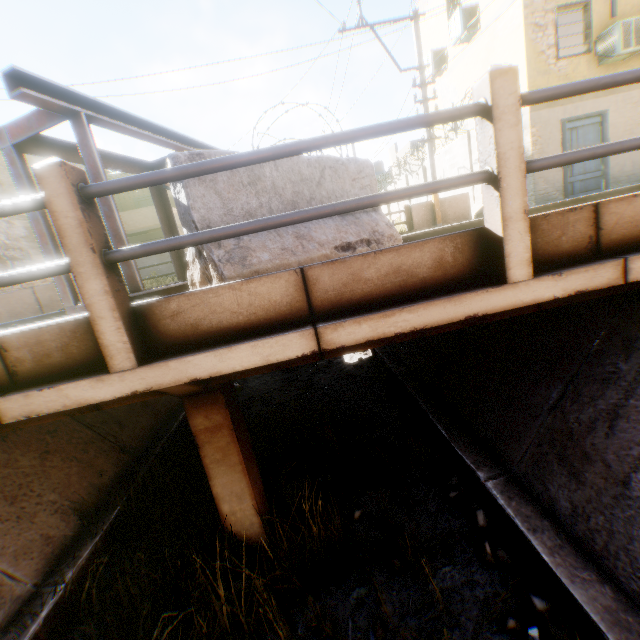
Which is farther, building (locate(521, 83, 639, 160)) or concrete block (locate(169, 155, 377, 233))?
building (locate(521, 83, 639, 160))

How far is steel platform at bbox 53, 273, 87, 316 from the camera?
2.8m

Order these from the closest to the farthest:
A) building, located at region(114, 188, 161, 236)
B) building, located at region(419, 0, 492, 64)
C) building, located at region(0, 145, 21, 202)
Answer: building, located at region(419, 0, 492, 64) → building, located at region(0, 145, 21, 202) → building, located at region(114, 188, 161, 236)

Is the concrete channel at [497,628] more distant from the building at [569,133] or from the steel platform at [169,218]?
the steel platform at [169,218]

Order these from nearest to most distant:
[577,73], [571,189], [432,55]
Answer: [577,73] → [571,189] → [432,55]

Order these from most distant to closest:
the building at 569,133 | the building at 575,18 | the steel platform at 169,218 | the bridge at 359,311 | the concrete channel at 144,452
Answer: the building at 569,133 → the building at 575,18 → the steel platform at 169,218 → the concrete channel at 144,452 → the bridge at 359,311

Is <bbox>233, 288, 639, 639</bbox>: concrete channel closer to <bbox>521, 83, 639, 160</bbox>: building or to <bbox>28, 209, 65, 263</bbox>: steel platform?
<bbox>521, 83, 639, 160</bbox>: building
